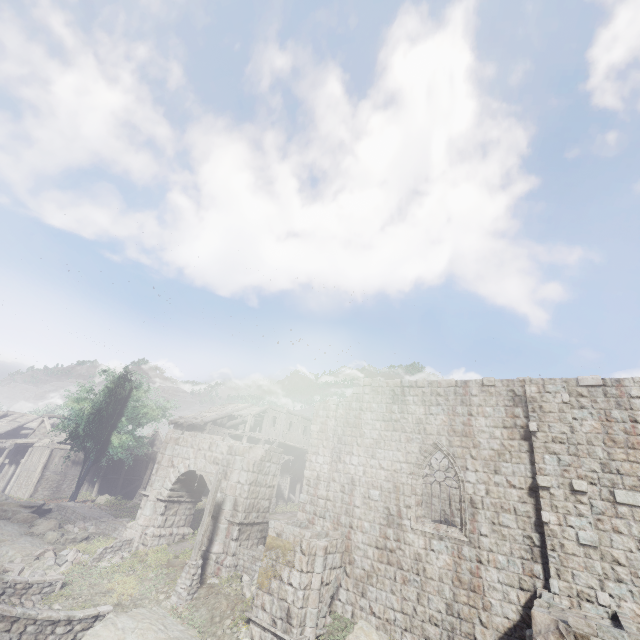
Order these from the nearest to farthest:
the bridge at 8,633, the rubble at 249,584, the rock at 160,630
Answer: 1. the bridge at 8,633
2. the rock at 160,630
3. the rubble at 249,584

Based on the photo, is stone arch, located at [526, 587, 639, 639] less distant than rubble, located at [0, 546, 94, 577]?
Yes

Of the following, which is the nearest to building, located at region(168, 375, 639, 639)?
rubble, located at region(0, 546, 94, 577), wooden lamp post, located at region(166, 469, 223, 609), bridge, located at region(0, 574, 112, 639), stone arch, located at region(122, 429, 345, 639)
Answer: stone arch, located at region(122, 429, 345, 639)

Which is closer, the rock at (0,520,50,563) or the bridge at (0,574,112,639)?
the bridge at (0,574,112,639)

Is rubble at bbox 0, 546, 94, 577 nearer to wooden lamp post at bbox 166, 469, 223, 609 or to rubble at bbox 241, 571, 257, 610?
wooden lamp post at bbox 166, 469, 223, 609

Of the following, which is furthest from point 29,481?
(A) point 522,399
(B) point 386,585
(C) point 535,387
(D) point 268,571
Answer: (C) point 535,387

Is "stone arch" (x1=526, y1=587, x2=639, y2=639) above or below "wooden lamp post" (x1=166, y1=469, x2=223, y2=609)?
above

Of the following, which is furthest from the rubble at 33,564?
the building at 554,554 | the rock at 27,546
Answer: the building at 554,554
